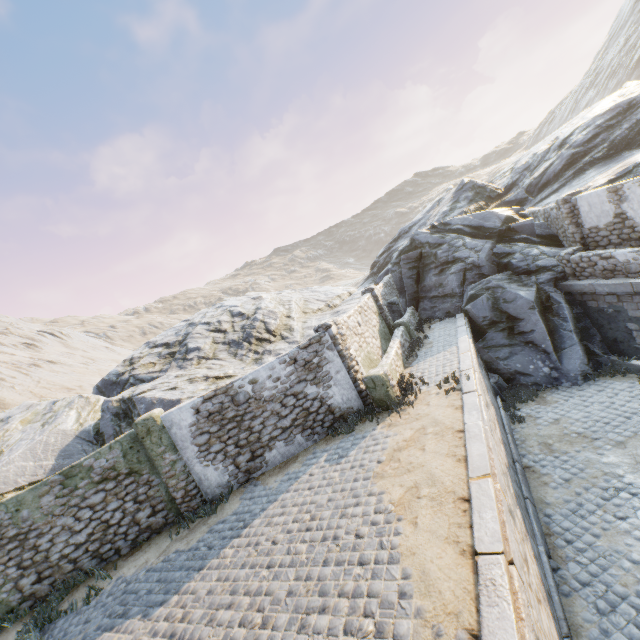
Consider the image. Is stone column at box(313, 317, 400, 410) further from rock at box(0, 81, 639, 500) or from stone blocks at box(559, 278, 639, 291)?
rock at box(0, 81, 639, 500)

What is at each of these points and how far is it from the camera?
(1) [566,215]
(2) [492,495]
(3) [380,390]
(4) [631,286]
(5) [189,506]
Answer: (1) stone column, 12.88m
(2) stone blocks, 5.10m
(3) stone column, 9.72m
(4) stone blocks, 10.38m
(5) stone column, 9.28m

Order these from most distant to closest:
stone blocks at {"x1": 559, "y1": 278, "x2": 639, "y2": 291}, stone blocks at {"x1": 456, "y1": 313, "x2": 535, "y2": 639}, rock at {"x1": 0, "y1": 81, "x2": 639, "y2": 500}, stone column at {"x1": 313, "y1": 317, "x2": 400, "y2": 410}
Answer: rock at {"x1": 0, "y1": 81, "x2": 639, "y2": 500}, stone blocks at {"x1": 559, "y1": 278, "x2": 639, "y2": 291}, stone column at {"x1": 313, "y1": 317, "x2": 400, "y2": 410}, stone blocks at {"x1": 456, "y1": 313, "x2": 535, "y2": 639}

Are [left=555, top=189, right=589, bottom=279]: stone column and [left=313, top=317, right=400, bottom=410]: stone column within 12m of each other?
yes

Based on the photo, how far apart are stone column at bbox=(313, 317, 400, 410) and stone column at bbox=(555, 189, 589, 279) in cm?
904

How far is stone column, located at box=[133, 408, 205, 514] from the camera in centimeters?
906cm

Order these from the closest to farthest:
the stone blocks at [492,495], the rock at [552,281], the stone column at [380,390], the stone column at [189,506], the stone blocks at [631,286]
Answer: the stone blocks at [492,495]
the stone column at [189,506]
the stone column at [380,390]
the stone blocks at [631,286]
the rock at [552,281]

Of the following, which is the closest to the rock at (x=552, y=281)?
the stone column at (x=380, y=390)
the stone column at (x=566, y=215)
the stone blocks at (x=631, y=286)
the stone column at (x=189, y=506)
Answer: the stone blocks at (x=631, y=286)
